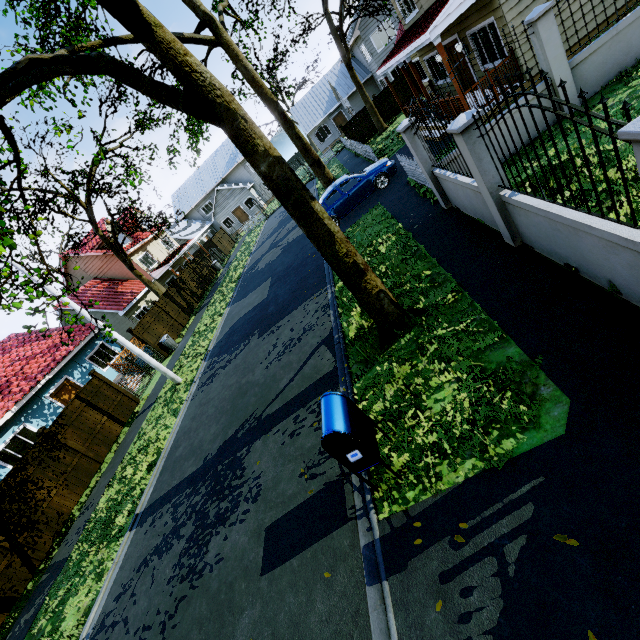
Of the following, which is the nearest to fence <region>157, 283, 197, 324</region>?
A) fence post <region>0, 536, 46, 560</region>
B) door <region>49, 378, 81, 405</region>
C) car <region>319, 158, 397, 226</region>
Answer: fence post <region>0, 536, 46, 560</region>

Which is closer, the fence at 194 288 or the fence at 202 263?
the fence at 194 288

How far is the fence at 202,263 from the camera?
27.52m

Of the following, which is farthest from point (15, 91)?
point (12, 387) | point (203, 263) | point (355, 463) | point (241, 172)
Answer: point (241, 172)

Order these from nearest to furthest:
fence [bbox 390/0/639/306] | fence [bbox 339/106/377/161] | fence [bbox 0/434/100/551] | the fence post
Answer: fence [bbox 390/0/639/306]
the fence post
fence [bbox 0/434/100/551]
fence [bbox 339/106/377/161]

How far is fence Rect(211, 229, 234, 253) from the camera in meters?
34.0

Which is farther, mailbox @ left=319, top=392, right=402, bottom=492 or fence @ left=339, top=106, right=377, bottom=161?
fence @ left=339, top=106, right=377, bottom=161
